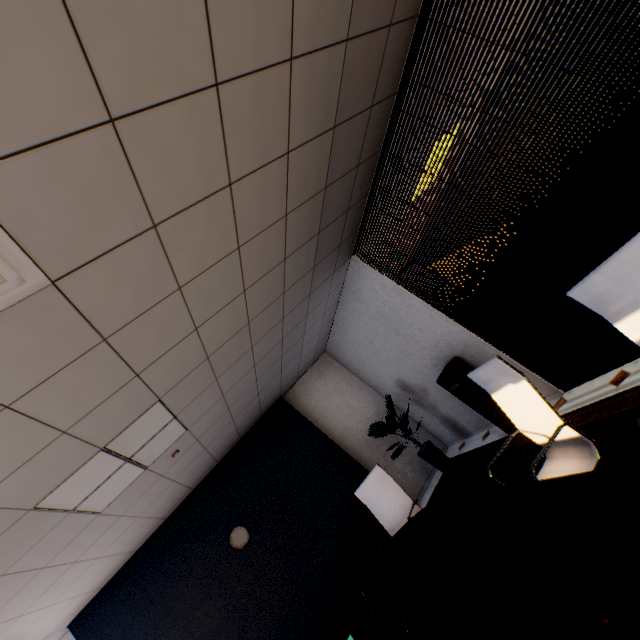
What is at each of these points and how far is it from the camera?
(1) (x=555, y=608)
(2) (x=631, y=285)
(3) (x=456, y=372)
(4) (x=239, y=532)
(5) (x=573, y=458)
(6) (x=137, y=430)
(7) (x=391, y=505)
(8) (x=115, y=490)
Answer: (1) table, 1.1 meters
(2) chair, 1.5 meters
(3) water cooler, 4.2 meters
(4) clock, 4.8 meters
(5) chair, 2.0 meters
(6) light, 2.6 meters
(7) chair, 3.5 meters
(8) light, 2.9 meters

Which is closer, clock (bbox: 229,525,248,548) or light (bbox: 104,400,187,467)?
light (bbox: 104,400,187,467)

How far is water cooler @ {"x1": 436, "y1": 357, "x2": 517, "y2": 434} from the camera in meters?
4.0

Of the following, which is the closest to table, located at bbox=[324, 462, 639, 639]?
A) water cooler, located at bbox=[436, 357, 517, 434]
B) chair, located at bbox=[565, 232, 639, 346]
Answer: chair, located at bbox=[565, 232, 639, 346]

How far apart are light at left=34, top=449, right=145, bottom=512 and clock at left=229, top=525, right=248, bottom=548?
2.4m

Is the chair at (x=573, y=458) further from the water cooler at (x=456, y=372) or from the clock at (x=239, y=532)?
the clock at (x=239, y=532)

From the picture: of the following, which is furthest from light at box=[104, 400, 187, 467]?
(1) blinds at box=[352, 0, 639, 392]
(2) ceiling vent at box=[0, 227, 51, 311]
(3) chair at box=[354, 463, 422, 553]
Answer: (1) blinds at box=[352, 0, 639, 392]

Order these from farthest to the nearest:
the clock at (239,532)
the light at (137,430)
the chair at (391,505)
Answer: the clock at (239,532)
the chair at (391,505)
the light at (137,430)
